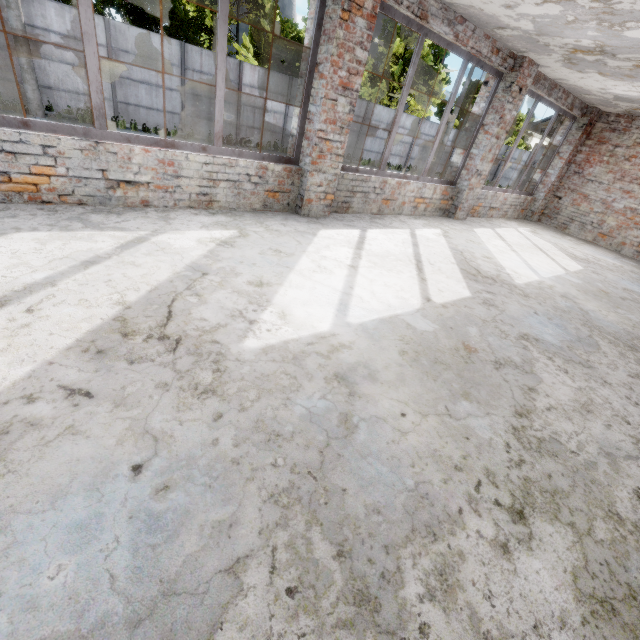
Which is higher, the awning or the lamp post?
the awning

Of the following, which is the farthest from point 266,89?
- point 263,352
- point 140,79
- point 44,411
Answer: point 44,411

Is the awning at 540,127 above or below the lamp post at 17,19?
above

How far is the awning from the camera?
10.5m

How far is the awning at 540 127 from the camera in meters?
10.5
